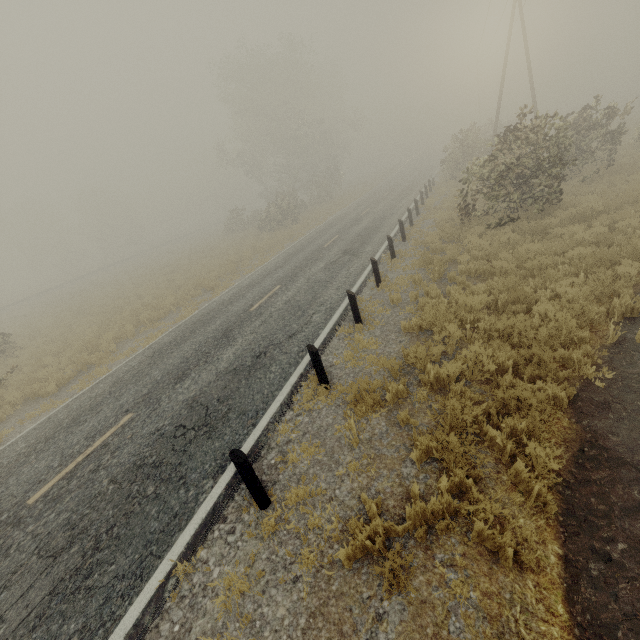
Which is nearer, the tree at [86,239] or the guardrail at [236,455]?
the guardrail at [236,455]

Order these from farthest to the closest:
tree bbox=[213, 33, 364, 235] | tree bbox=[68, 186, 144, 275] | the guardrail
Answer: tree bbox=[68, 186, 144, 275] → tree bbox=[213, 33, 364, 235] → the guardrail

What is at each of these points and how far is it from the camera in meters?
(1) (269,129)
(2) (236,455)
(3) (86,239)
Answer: (1) tree, 36.4
(2) guardrail, 4.2
(3) tree, 57.5

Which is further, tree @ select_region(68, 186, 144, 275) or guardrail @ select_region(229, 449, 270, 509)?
tree @ select_region(68, 186, 144, 275)

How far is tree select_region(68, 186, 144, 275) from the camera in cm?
5416

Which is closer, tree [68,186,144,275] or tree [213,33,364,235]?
tree [213,33,364,235]

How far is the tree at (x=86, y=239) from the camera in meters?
54.2
